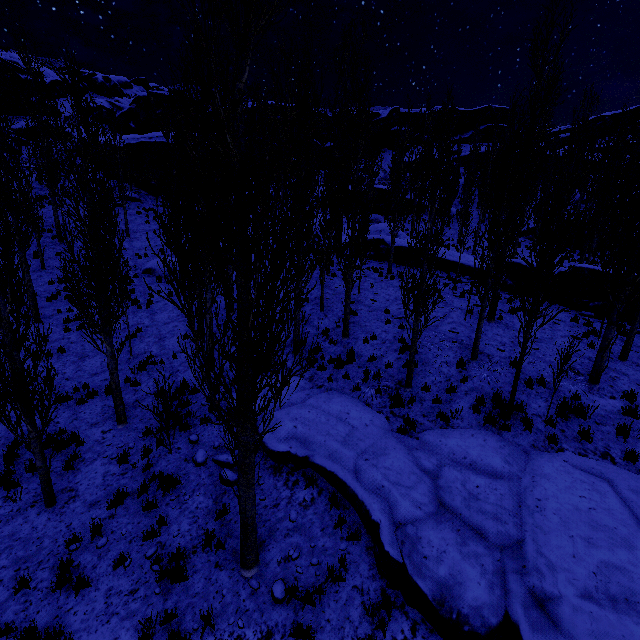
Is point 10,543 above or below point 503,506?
below

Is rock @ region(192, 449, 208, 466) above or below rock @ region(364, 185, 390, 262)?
below

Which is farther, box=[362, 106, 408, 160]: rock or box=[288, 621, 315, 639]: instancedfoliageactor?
box=[362, 106, 408, 160]: rock

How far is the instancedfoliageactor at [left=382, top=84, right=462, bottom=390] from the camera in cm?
845

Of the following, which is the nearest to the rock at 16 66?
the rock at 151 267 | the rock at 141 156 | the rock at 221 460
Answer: the rock at 141 156

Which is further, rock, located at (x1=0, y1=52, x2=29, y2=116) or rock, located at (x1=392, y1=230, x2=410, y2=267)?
rock, located at (x1=0, y1=52, x2=29, y2=116)

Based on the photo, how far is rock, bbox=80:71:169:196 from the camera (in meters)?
32.31

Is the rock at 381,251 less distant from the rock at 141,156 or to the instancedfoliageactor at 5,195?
the instancedfoliageactor at 5,195
